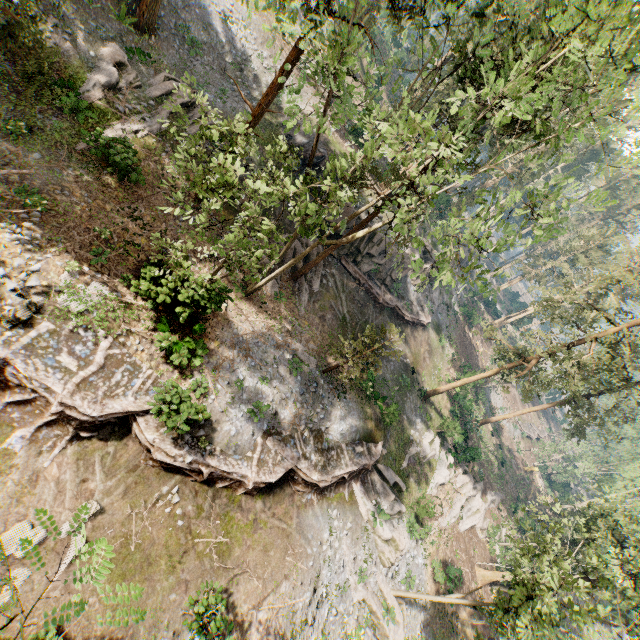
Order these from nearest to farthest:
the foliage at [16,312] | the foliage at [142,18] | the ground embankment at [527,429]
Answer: the foliage at [16,312], the foliage at [142,18], the ground embankment at [527,429]

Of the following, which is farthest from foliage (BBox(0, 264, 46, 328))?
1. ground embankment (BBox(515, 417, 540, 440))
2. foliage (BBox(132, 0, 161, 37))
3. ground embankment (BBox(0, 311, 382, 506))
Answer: ground embankment (BBox(515, 417, 540, 440))

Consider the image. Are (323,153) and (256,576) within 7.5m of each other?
no

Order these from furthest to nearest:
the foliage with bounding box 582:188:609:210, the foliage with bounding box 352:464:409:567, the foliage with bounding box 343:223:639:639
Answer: the foliage with bounding box 352:464:409:567 < the foliage with bounding box 343:223:639:639 < the foliage with bounding box 582:188:609:210

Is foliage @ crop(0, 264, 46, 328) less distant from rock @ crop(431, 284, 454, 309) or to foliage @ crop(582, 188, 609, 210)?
foliage @ crop(582, 188, 609, 210)

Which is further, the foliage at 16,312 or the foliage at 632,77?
the foliage at 16,312

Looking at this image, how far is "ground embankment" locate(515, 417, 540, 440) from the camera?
54.75m

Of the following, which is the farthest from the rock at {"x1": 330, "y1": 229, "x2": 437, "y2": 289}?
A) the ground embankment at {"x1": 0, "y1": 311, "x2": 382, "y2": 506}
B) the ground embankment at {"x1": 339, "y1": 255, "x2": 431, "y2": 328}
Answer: the ground embankment at {"x1": 0, "y1": 311, "x2": 382, "y2": 506}
